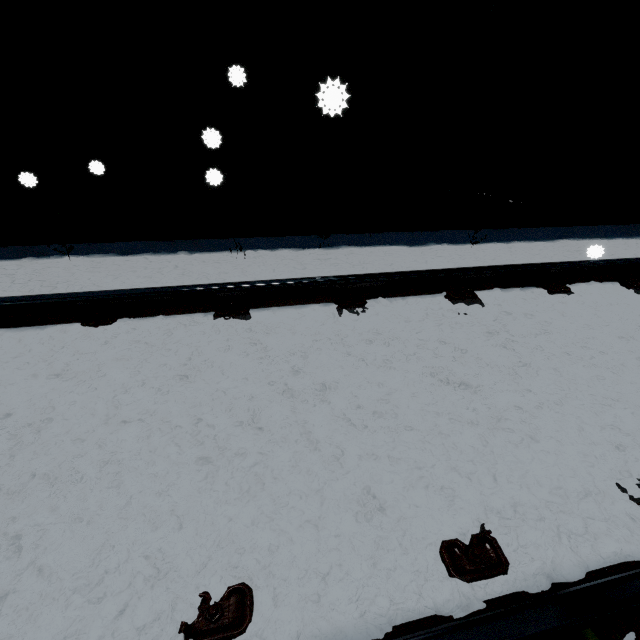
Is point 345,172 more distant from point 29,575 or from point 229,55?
point 29,575
